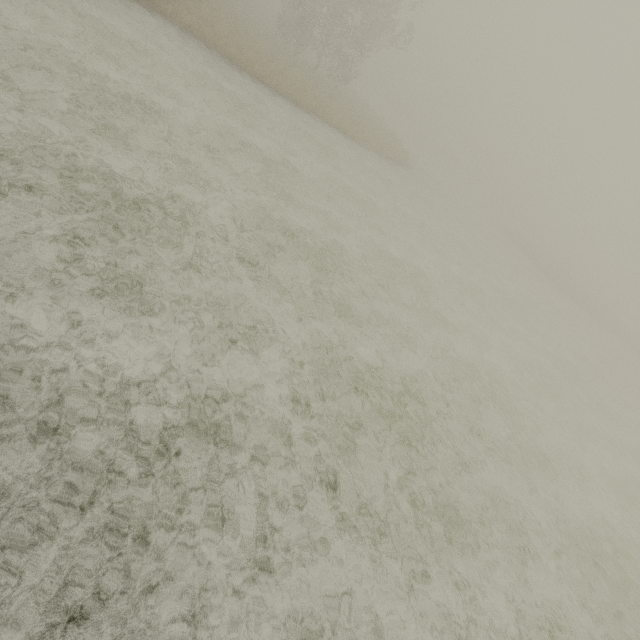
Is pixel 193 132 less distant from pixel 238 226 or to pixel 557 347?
pixel 238 226
